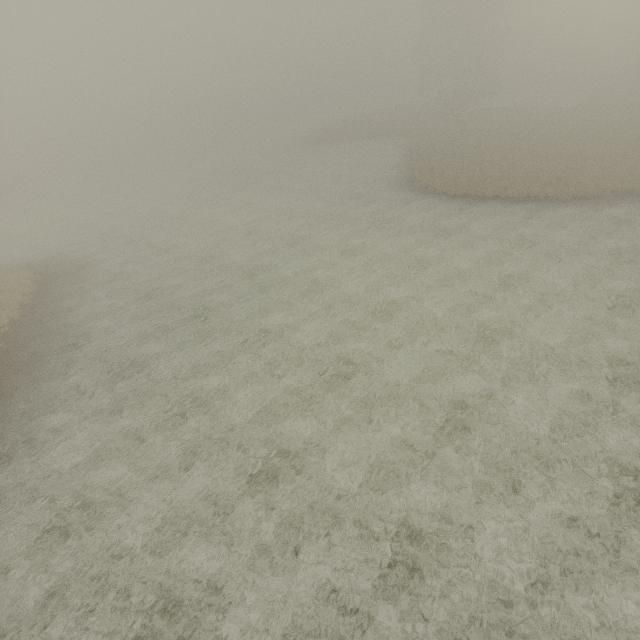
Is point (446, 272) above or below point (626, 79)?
below
